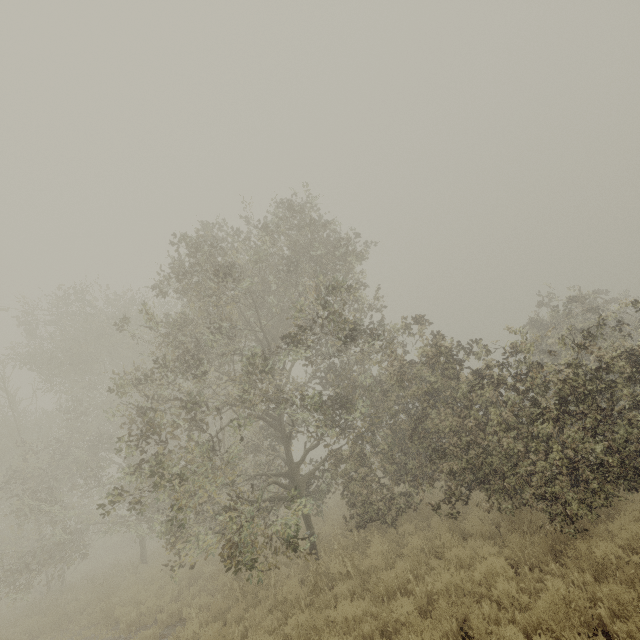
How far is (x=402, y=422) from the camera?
10.9 meters
